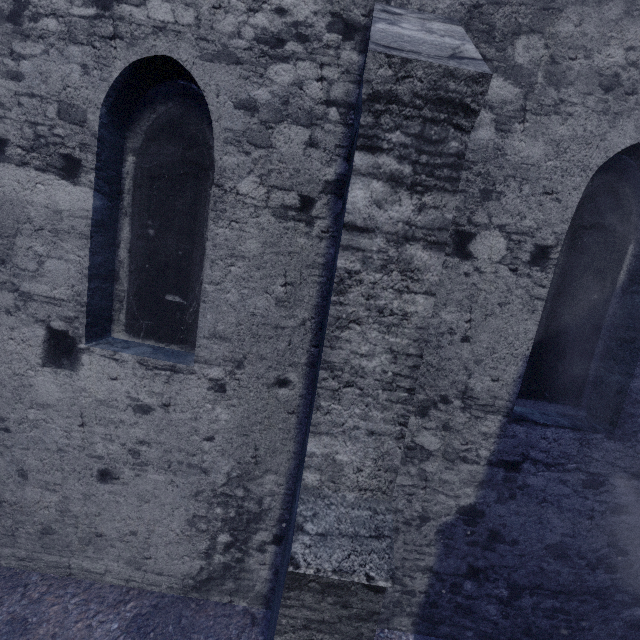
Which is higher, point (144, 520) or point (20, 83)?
point (20, 83)
